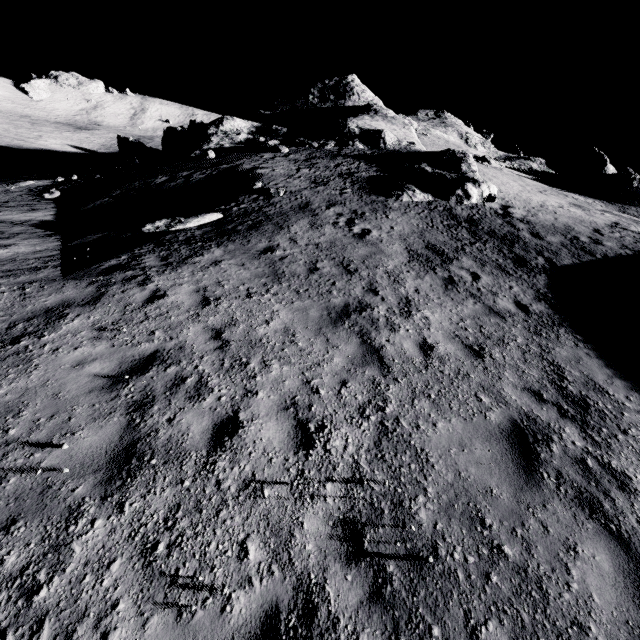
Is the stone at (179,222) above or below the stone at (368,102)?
below

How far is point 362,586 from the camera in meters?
3.0

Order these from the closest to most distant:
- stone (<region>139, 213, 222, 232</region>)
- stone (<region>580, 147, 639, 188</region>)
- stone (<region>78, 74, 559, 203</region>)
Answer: stone (<region>139, 213, 222, 232</region>) → stone (<region>78, 74, 559, 203</region>) → stone (<region>580, 147, 639, 188</region>)

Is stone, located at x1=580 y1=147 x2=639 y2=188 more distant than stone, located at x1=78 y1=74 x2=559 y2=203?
Yes

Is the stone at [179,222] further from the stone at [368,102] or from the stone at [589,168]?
the stone at [589,168]

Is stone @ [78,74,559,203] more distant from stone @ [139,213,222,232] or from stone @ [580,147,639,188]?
stone @ [580,147,639,188]

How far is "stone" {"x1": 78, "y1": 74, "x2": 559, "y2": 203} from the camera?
18.6m

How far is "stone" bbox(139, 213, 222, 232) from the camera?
11.5 meters
